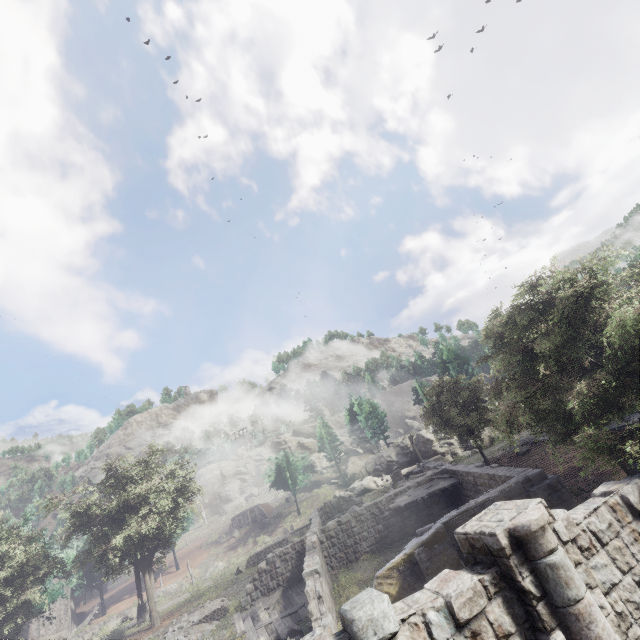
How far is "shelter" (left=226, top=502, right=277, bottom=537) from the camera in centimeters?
5097cm

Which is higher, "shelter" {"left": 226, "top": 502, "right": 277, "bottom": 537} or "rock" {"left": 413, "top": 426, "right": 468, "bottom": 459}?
"shelter" {"left": 226, "top": 502, "right": 277, "bottom": 537}

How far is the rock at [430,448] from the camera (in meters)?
42.59

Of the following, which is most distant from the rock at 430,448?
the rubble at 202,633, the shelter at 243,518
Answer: the rubble at 202,633

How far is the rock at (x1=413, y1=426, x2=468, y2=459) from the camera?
42.59m

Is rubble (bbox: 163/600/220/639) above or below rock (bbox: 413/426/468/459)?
below

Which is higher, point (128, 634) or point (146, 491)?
point (146, 491)

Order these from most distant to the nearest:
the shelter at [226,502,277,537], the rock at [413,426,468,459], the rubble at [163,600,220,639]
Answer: the shelter at [226,502,277,537] < the rock at [413,426,468,459] < the rubble at [163,600,220,639]
